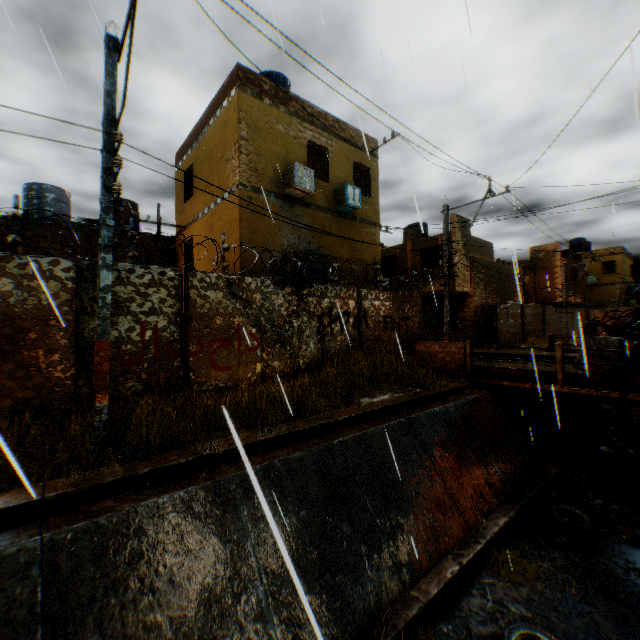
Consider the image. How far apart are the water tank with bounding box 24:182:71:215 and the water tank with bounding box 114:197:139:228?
1.1 meters

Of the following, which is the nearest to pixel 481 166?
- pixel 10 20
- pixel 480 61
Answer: pixel 480 61

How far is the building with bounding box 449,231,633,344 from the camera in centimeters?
2117cm

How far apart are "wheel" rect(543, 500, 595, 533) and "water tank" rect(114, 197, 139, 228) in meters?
18.9 m

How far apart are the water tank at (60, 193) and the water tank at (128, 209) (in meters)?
1.07

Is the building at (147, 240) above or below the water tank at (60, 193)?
below

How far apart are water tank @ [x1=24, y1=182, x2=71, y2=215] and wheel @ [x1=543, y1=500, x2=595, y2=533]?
20.0 meters

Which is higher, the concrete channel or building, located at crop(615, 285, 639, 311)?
building, located at crop(615, 285, 639, 311)
